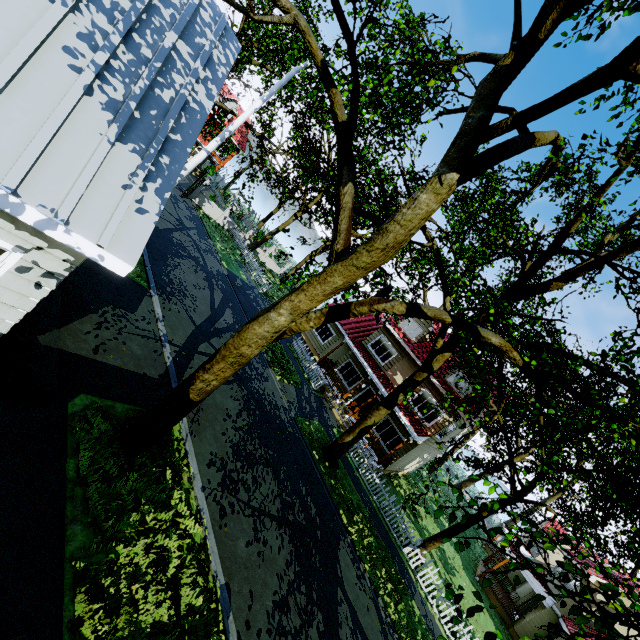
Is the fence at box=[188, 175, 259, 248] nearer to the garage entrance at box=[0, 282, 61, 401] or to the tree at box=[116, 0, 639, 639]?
the tree at box=[116, 0, 639, 639]

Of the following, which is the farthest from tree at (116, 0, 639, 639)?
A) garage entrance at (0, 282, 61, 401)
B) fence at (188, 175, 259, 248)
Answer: garage entrance at (0, 282, 61, 401)

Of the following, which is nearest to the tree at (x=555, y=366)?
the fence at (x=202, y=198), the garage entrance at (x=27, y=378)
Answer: the fence at (x=202, y=198)

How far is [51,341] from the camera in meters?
6.4

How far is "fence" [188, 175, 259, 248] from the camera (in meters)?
27.71

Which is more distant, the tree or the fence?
the fence
